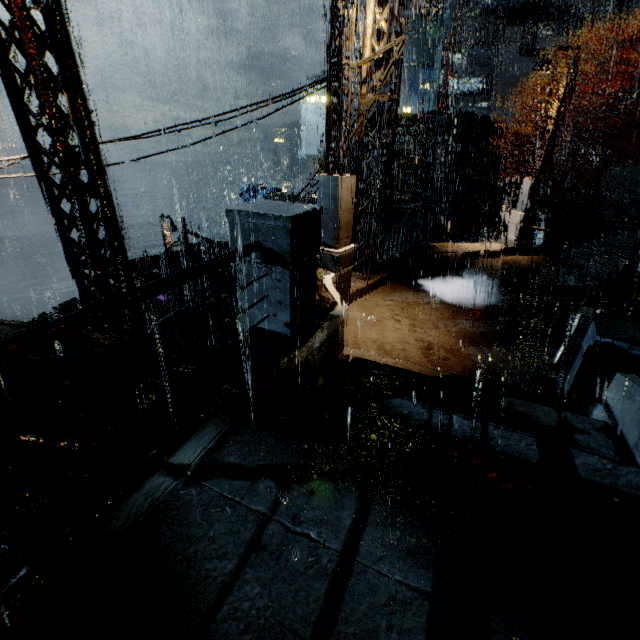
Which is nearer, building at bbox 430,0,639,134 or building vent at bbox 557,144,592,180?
building vent at bbox 557,144,592,180

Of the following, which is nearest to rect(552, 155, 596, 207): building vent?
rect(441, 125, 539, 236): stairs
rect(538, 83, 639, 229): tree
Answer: rect(441, 125, 539, 236): stairs

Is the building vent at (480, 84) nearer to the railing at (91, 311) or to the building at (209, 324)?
the building at (209, 324)

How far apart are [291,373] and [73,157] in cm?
559

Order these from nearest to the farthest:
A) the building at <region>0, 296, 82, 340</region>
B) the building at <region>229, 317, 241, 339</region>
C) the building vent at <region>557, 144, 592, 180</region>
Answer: the building at <region>0, 296, 82, 340</region> → the building at <region>229, 317, 241, 339</region> → the building vent at <region>557, 144, 592, 180</region>

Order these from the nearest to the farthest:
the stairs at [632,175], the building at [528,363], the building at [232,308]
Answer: the building at [528,363], the building at [232,308], the stairs at [632,175]

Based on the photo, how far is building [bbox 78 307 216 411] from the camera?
4.4 meters

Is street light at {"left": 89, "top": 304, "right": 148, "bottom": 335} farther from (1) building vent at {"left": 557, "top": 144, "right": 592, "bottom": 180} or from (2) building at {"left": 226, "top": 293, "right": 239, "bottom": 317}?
(1) building vent at {"left": 557, "top": 144, "right": 592, "bottom": 180}
